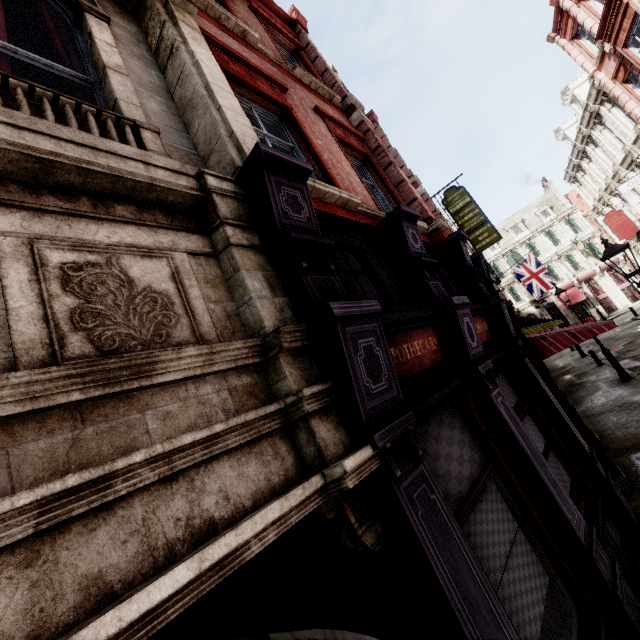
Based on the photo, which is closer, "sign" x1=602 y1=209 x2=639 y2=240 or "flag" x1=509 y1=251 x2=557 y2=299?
"sign" x1=602 y1=209 x2=639 y2=240

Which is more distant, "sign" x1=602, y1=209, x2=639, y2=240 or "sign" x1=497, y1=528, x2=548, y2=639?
"sign" x1=602, y1=209, x2=639, y2=240

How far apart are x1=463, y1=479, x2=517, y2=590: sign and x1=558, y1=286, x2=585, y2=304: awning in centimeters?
4606cm

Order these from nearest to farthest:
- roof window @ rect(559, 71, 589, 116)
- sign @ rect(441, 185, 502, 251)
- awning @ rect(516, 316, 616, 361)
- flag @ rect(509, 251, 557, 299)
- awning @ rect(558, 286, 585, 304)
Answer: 1. awning @ rect(516, 316, 616, 361)
2. sign @ rect(441, 185, 502, 251)
3. roof window @ rect(559, 71, 589, 116)
4. flag @ rect(509, 251, 557, 299)
5. awning @ rect(558, 286, 585, 304)

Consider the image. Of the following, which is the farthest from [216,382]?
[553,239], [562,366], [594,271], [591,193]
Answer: [553,239]

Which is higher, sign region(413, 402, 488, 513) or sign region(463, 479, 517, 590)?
sign region(413, 402, 488, 513)

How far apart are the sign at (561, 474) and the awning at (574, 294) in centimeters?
4380cm

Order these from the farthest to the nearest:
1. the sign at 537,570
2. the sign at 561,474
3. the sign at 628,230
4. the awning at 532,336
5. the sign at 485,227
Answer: the sign at 628,230 < the sign at 485,227 < the awning at 532,336 < the sign at 561,474 < the sign at 537,570
